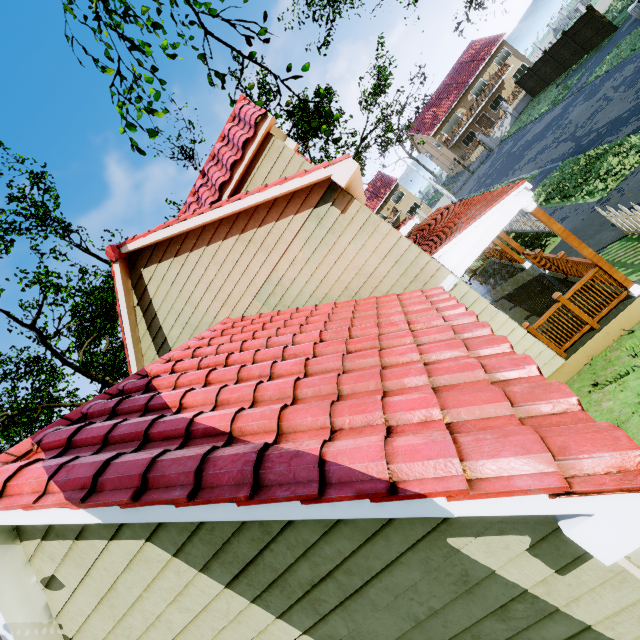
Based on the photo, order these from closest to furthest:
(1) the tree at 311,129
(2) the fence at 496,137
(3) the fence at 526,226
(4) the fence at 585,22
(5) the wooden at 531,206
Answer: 1. (5) the wooden at 531,206
2. (1) the tree at 311,129
3. (3) the fence at 526,226
4. (4) the fence at 585,22
5. (2) the fence at 496,137

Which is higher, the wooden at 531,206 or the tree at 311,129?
the tree at 311,129

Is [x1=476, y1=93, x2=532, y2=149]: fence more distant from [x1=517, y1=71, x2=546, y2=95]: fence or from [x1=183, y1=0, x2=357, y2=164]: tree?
[x1=183, y1=0, x2=357, y2=164]: tree

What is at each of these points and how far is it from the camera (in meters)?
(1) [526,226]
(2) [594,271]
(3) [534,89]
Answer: (1) fence, 12.80
(2) wooden rail, 6.14
(3) fence, 31.80

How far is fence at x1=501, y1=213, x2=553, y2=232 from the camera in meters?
11.6 m

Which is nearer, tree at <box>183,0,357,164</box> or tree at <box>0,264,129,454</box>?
tree at <box>183,0,357,164</box>

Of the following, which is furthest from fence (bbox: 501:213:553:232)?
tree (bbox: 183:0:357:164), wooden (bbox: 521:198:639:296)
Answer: wooden (bbox: 521:198:639:296)

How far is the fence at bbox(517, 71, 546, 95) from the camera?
30.5 meters
